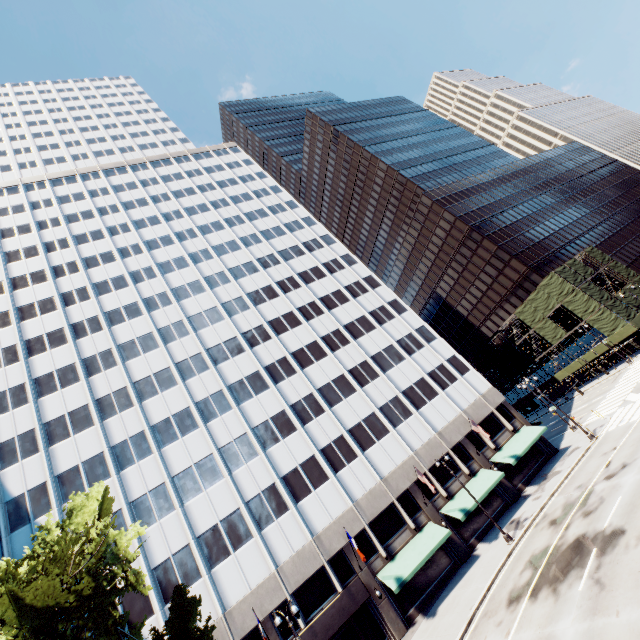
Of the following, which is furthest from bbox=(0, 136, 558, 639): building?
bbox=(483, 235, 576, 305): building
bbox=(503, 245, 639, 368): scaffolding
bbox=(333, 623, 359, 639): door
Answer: bbox=(483, 235, 576, 305): building

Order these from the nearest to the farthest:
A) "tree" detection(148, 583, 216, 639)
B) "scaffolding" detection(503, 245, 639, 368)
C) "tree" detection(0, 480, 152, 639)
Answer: "tree" detection(0, 480, 152, 639)
"tree" detection(148, 583, 216, 639)
"scaffolding" detection(503, 245, 639, 368)

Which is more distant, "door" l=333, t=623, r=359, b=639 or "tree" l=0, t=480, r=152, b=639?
"door" l=333, t=623, r=359, b=639

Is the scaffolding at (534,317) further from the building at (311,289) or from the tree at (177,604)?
the tree at (177,604)

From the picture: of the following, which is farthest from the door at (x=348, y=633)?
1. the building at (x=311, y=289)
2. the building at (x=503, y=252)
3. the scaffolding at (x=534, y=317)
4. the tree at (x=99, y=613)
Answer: the building at (x=503, y=252)

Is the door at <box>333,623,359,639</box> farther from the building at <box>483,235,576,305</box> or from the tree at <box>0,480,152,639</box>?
the building at <box>483,235,576,305</box>

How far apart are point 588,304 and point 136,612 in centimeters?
6266cm

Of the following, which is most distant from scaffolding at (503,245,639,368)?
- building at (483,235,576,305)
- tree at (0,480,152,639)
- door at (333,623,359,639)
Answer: door at (333,623,359,639)
